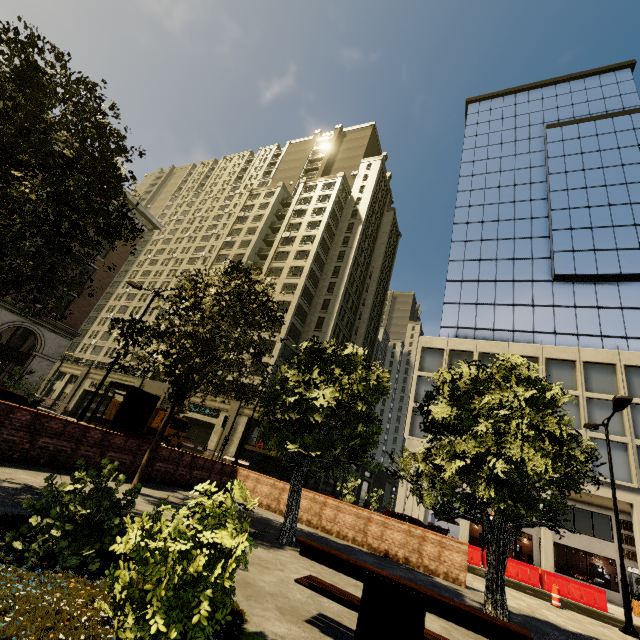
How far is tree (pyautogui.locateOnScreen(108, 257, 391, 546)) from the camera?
8.85m

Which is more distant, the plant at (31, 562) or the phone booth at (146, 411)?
the phone booth at (146, 411)

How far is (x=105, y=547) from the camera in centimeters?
411cm

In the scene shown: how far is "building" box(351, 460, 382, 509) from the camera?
46.81m

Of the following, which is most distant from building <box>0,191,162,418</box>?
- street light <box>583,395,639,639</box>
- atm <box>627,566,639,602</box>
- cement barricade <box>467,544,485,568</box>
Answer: street light <box>583,395,639,639</box>

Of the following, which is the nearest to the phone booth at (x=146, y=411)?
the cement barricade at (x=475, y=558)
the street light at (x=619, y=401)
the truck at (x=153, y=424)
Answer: the truck at (x=153, y=424)

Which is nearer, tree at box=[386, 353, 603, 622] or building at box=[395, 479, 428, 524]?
tree at box=[386, 353, 603, 622]
